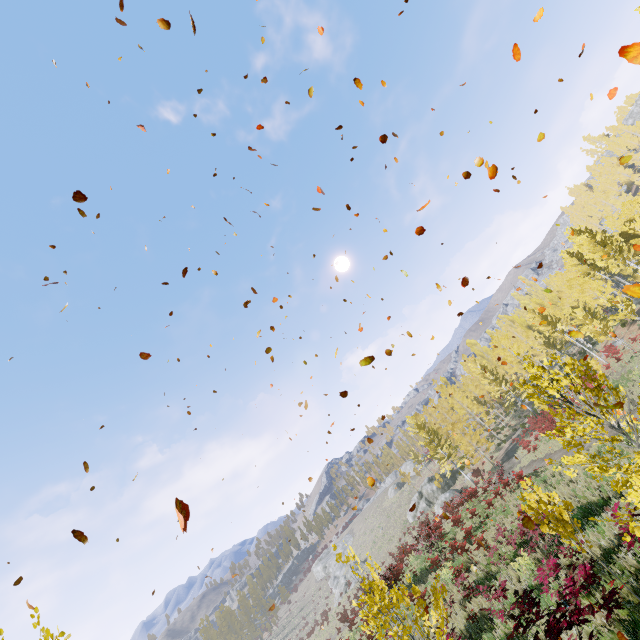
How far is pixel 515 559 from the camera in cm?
1166

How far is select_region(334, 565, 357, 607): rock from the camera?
47.8m

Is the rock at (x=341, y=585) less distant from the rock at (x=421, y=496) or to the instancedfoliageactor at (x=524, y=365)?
the rock at (x=421, y=496)

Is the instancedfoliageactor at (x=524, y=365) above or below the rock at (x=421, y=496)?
above

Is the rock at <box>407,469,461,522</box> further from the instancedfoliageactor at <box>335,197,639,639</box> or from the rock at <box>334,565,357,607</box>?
the rock at <box>334,565,357,607</box>

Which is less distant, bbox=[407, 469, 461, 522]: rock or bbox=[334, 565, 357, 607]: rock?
bbox=[407, 469, 461, 522]: rock

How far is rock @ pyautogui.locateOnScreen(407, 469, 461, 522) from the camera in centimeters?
4097cm
